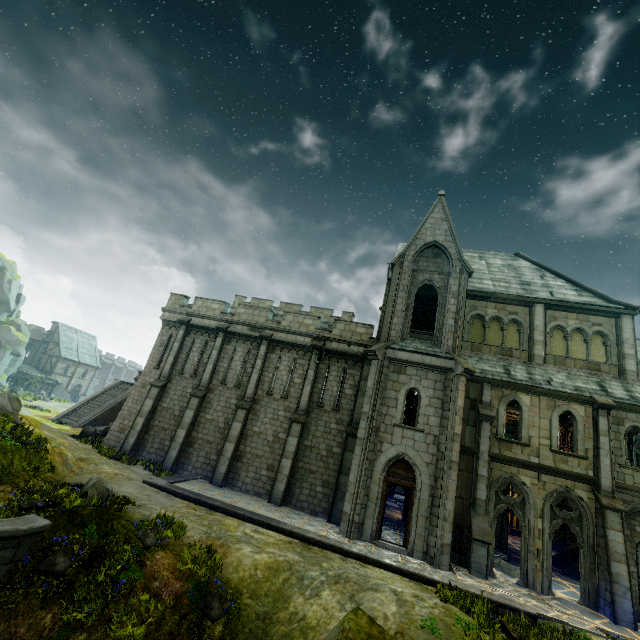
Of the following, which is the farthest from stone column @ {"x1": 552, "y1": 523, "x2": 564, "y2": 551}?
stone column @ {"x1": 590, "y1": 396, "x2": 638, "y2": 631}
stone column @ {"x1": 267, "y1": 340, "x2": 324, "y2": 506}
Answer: stone column @ {"x1": 267, "y1": 340, "x2": 324, "y2": 506}

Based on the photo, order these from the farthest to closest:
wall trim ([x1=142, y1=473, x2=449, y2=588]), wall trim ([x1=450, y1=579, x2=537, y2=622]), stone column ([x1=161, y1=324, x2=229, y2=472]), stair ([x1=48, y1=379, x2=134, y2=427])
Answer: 1. stair ([x1=48, y1=379, x2=134, y2=427])
2. stone column ([x1=161, y1=324, x2=229, y2=472])
3. wall trim ([x1=142, y1=473, x2=449, y2=588])
4. wall trim ([x1=450, y1=579, x2=537, y2=622])

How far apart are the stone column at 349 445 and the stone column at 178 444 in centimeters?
893cm

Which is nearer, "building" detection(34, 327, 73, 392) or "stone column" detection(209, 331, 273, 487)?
"stone column" detection(209, 331, 273, 487)

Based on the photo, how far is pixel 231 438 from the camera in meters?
18.2

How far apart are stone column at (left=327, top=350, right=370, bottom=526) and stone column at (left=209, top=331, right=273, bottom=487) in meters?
5.7

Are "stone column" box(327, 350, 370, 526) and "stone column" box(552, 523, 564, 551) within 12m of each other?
no

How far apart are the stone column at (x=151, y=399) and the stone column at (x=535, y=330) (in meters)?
21.01
